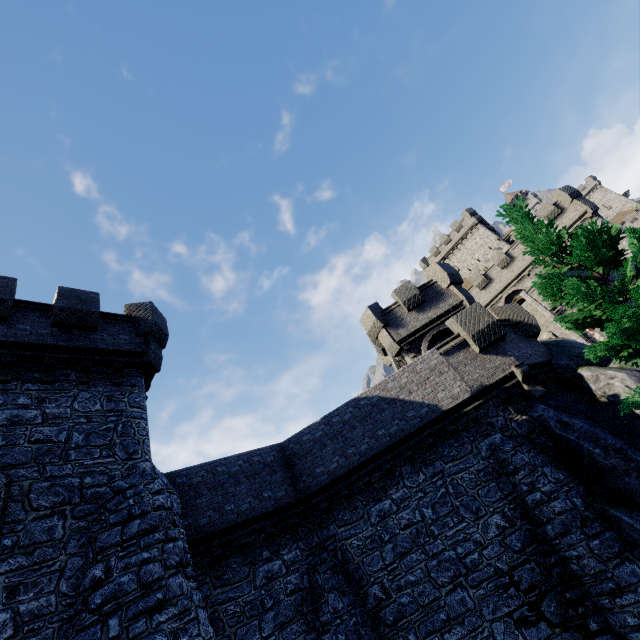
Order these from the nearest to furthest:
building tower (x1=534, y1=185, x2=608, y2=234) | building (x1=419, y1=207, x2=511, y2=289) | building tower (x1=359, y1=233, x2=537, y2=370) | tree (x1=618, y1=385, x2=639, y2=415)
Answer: tree (x1=618, y1=385, x2=639, y2=415), building tower (x1=359, y1=233, x2=537, y2=370), building tower (x1=534, y1=185, x2=608, y2=234), building (x1=419, y1=207, x2=511, y2=289)

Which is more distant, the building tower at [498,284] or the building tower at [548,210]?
the building tower at [548,210]

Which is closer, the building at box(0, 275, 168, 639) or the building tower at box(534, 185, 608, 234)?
the building at box(0, 275, 168, 639)

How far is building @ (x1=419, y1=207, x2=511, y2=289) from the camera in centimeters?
4827cm

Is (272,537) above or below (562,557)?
above

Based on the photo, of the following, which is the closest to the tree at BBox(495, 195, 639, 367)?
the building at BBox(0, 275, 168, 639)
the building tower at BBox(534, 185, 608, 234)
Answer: the building at BBox(0, 275, 168, 639)

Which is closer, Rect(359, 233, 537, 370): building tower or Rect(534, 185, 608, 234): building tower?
Rect(359, 233, 537, 370): building tower

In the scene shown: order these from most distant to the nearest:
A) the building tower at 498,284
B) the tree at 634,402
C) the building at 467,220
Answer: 1. the building at 467,220
2. the building tower at 498,284
3. the tree at 634,402
